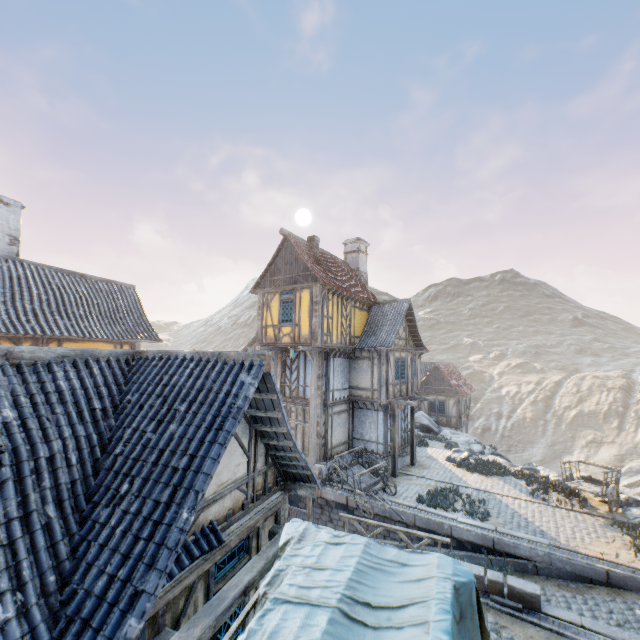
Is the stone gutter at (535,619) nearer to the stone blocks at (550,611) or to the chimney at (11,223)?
the stone blocks at (550,611)

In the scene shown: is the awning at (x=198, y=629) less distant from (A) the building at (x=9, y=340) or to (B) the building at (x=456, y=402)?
(A) the building at (x=9, y=340)

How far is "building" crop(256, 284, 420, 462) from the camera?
16.0 meters

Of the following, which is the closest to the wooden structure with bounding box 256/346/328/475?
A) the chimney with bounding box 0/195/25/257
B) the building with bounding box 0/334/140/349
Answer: the building with bounding box 0/334/140/349

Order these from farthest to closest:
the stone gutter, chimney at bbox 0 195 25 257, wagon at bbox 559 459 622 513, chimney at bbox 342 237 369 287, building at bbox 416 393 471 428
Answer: building at bbox 416 393 471 428 → chimney at bbox 342 237 369 287 → wagon at bbox 559 459 622 513 → chimney at bbox 0 195 25 257 → the stone gutter

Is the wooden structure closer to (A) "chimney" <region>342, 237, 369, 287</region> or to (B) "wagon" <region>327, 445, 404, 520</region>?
(B) "wagon" <region>327, 445, 404, 520</region>

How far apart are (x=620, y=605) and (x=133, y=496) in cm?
1353

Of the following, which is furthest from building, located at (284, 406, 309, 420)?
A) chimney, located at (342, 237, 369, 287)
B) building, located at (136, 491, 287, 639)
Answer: building, located at (136, 491, 287, 639)
